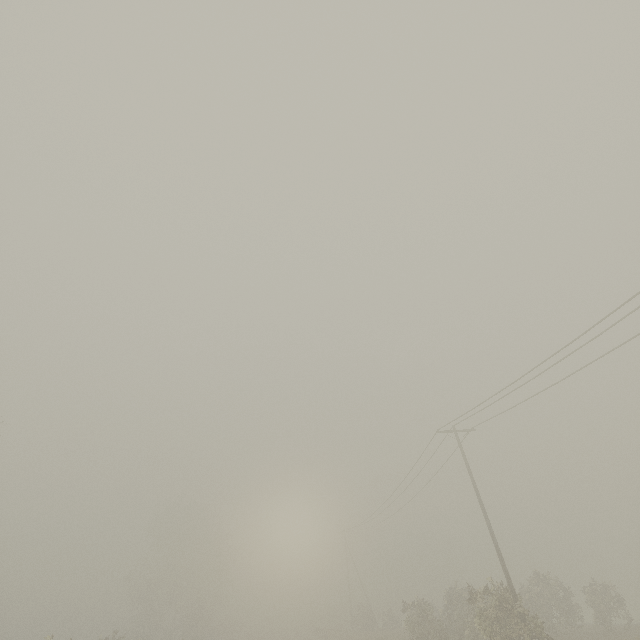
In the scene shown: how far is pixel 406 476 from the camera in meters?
28.0 m

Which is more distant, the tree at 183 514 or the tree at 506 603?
the tree at 183 514

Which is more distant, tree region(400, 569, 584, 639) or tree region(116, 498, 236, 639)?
tree region(116, 498, 236, 639)
